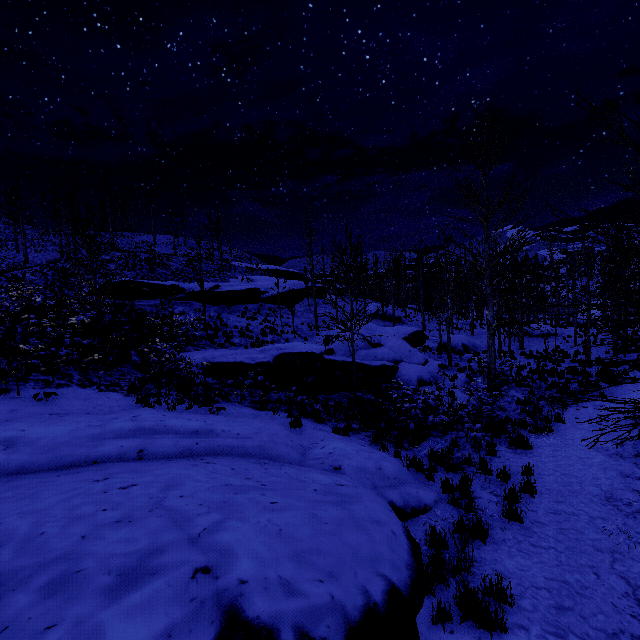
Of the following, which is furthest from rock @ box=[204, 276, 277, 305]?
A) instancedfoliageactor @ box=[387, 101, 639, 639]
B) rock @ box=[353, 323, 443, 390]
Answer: rock @ box=[353, 323, 443, 390]

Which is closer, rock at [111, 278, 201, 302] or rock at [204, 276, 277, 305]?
rock at [111, 278, 201, 302]

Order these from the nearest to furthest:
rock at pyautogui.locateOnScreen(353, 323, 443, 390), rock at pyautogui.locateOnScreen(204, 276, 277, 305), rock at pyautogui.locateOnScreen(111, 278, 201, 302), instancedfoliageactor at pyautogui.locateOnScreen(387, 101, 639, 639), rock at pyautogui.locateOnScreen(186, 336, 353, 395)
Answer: instancedfoliageactor at pyautogui.locateOnScreen(387, 101, 639, 639)
rock at pyautogui.locateOnScreen(186, 336, 353, 395)
rock at pyautogui.locateOnScreen(353, 323, 443, 390)
rock at pyautogui.locateOnScreen(111, 278, 201, 302)
rock at pyautogui.locateOnScreen(204, 276, 277, 305)

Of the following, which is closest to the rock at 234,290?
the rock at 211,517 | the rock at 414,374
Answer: the rock at 414,374

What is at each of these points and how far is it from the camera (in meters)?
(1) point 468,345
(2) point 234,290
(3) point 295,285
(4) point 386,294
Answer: (1) rock, 25.78
(2) rock, 28.20
(3) rock, 35.00
(4) instancedfoliageactor, 44.09

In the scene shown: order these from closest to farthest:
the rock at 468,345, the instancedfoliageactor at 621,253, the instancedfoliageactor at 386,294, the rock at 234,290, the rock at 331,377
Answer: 1. the instancedfoliageactor at 621,253
2. the instancedfoliageactor at 386,294
3. the rock at 331,377
4. the rock at 468,345
5. the rock at 234,290

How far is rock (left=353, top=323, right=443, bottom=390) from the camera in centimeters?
1571cm

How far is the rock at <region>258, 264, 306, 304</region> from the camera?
32.9 meters
